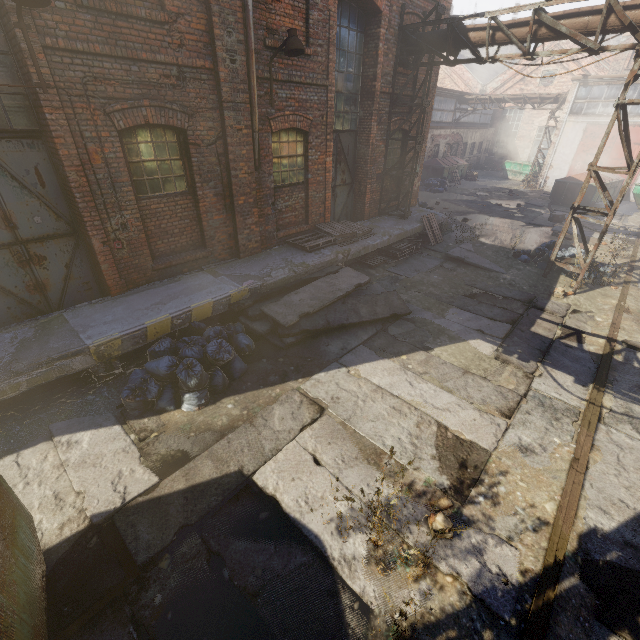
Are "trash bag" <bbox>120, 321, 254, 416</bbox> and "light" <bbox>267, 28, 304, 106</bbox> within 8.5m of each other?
yes

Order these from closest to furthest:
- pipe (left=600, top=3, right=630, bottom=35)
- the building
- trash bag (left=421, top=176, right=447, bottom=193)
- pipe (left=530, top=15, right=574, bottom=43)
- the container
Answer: the building
pipe (left=600, top=3, right=630, bottom=35)
pipe (left=530, top=15, right=574, bottom=43)
trash bag (left=421, top=176, right=447, bottom=193)
the container

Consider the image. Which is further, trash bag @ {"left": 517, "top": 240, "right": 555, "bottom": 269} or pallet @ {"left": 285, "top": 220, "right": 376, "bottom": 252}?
trash bag @ {"left": 517, "top": 240, "right": 555, "bottom": 269}

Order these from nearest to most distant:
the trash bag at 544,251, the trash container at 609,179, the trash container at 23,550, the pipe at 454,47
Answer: the trash container at 23,550 < the pipe at 454,47 < the trash bag at 544,251 < the trash container at 609,179

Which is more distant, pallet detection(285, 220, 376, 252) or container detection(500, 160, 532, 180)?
container detection(500, 160, 532, 180)

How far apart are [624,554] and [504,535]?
1.2m

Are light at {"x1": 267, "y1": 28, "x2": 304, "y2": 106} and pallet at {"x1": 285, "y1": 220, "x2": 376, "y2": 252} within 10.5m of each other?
yes

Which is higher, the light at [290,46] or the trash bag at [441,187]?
the light at [290,46]
